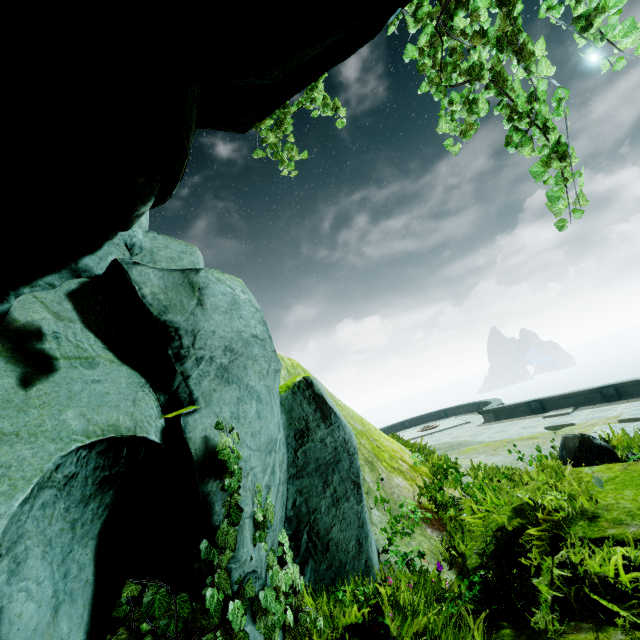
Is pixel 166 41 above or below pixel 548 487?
above

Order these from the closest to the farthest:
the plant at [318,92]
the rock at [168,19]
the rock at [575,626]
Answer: the rock at [168,19] < the rock at [575,626] < the plant at [318,92]

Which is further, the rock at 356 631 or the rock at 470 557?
the rock at 470 557

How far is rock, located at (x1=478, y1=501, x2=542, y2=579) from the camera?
3.6m

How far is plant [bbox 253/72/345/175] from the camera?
4.1m

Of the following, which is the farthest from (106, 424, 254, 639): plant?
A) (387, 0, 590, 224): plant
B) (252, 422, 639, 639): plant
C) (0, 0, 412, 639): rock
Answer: (387, 0, 590, 224): plant

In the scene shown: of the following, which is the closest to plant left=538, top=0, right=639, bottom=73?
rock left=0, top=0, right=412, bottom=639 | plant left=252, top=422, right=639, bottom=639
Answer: rock left=0, top=0, right=412, bottom=639

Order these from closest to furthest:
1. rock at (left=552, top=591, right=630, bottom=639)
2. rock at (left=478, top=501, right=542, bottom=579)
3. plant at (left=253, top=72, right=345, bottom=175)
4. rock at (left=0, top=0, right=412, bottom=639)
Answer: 1. rock at (left=0, top=0, right=412, bottom=639)
2. rock at (left=552, top=591, right=630, bottom=639)
3. rock at (left=478, top=501, right=542, bottom=579)
4. plant at (left=253, top=72, right=345, bottom=175)
